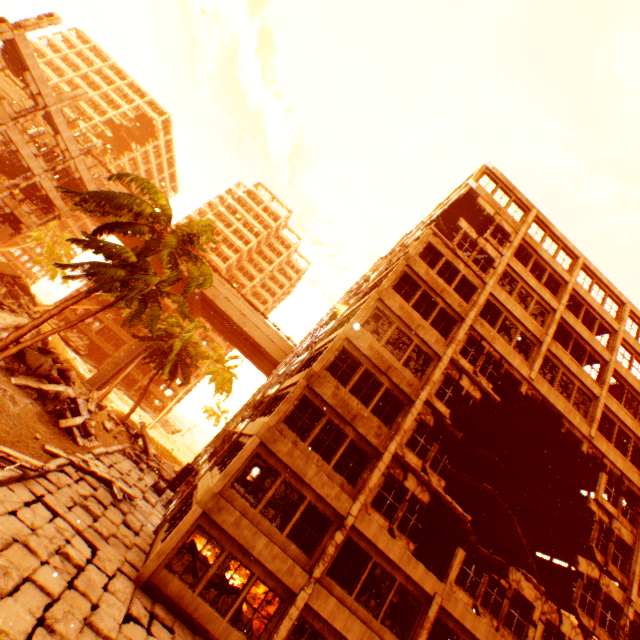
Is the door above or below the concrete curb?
above

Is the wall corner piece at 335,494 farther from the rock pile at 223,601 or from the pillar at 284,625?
the rock pile at 223,601

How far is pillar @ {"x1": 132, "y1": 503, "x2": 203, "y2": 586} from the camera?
10.38m

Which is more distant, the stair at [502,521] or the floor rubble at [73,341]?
the floor rubble at [73,341]

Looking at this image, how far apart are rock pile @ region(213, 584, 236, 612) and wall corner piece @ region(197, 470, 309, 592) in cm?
199

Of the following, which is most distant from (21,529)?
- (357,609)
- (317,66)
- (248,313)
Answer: (248,313)

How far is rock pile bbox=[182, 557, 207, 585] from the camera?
11.9m
